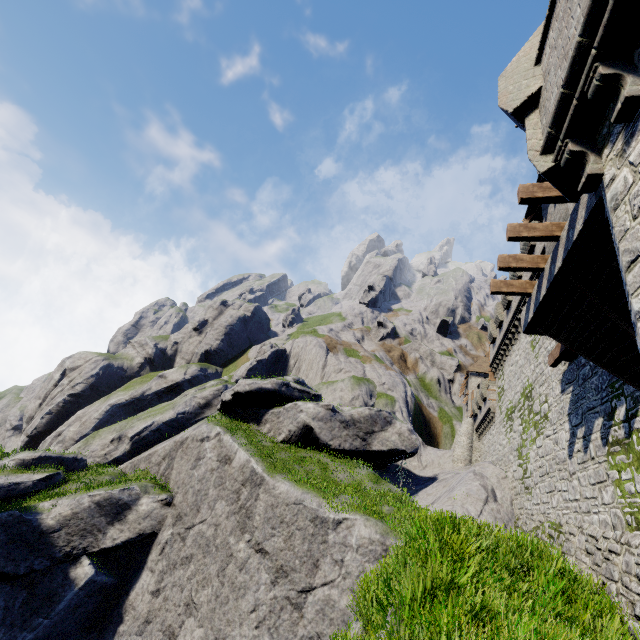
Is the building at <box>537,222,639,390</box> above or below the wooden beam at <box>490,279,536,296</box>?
below

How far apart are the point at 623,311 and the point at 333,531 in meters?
15.9

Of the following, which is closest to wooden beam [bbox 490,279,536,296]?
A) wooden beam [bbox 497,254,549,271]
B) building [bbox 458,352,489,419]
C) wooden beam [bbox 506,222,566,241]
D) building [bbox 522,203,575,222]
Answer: wooden beam [bbox 497,254,549,271]

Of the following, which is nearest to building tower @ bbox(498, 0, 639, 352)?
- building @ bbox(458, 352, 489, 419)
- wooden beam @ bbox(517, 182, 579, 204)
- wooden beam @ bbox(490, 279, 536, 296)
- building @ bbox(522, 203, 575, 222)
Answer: building @ bbox(522, 203, 575, 222)

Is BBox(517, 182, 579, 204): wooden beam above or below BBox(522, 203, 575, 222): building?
below

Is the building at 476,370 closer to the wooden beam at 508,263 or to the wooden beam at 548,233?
the wooden beam at 508,263

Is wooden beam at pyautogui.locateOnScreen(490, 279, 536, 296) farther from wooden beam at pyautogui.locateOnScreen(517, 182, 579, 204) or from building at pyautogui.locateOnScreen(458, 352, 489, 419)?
building at pyautogui.locateOnScreen(458, 352, 489, 419)

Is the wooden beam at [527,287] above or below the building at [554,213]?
below
